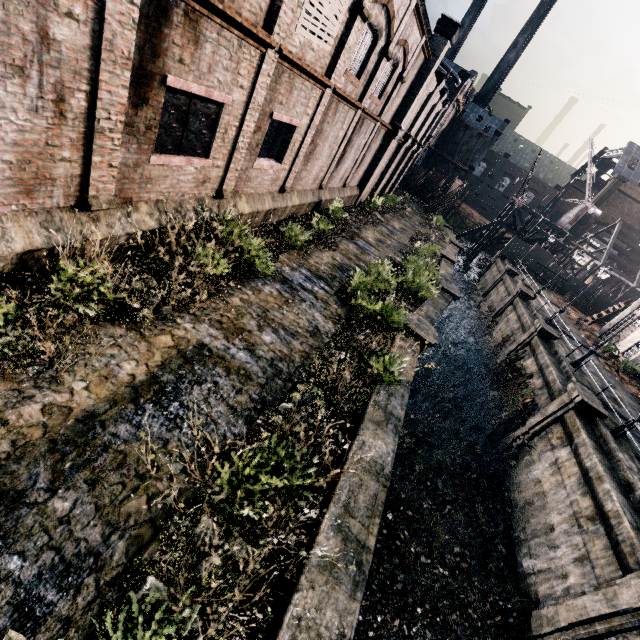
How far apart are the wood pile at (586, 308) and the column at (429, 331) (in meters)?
37.04

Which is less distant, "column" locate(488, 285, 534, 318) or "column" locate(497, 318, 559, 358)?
"column" locate(497, 318, 559, 358)

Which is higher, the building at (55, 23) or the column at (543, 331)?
the building at (55, 23)

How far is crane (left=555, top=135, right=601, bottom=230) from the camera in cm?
4559

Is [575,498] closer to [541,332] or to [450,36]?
[541,332]

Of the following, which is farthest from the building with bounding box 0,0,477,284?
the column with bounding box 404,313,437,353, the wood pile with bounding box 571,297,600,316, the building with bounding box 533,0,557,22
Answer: the building with bounding box 533,0,557,22

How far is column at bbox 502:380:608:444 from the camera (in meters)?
15.66

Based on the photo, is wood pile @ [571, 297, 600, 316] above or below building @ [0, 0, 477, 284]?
below
